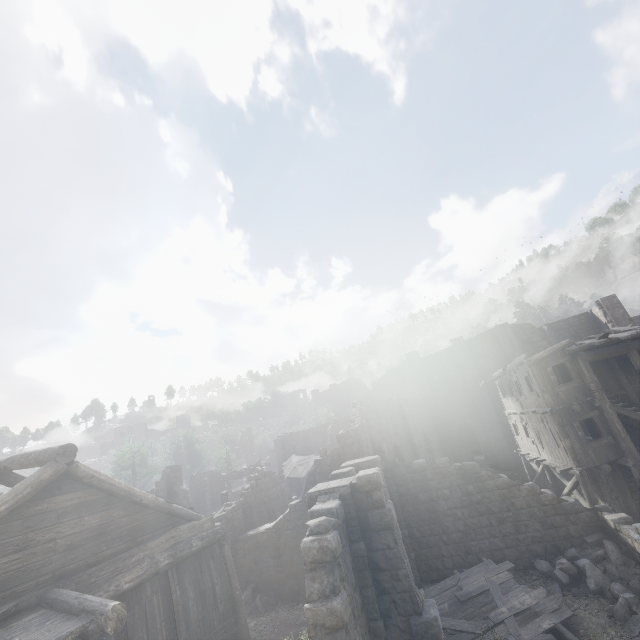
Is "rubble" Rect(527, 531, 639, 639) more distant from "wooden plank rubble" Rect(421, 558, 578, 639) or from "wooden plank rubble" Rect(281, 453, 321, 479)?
"wooden plank rubble" Rect(281, 453, 321, 479)

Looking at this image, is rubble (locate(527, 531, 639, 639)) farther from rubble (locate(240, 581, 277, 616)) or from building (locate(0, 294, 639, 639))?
rubble (locate(240, 581, 277, 616))

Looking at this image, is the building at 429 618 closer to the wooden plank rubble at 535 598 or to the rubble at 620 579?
the rubble at 620 579

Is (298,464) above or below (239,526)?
above

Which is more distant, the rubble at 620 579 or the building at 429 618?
the rubble at 620 579

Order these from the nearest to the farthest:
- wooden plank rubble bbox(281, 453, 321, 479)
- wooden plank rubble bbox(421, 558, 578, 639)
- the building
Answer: the building < wooden plank rubble bbox(421, 558, 578, 639) < wooden plank rubble bbox(281, 453, 321, 479)

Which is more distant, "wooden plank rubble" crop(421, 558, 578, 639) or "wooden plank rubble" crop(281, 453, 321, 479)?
"wooden plank rubble" crop(281, 453, 321, 479)

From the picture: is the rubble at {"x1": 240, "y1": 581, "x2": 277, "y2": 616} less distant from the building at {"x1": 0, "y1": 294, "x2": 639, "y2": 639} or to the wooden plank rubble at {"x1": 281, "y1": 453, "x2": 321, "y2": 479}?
the building at {"x1": 0, "y1": 294, "x2": 639, "y2": 639}
